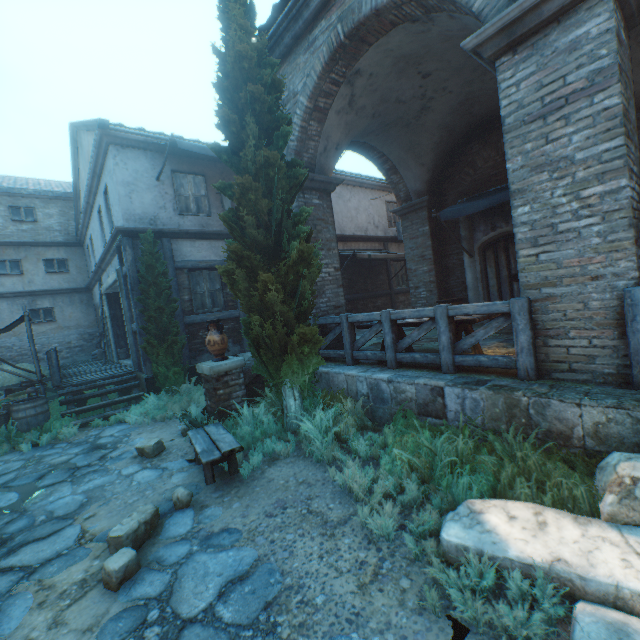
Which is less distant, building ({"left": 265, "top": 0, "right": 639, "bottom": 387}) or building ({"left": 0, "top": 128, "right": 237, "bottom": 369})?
building ({"left": 265, "top": 0, "right": 639, "bottom": 387})

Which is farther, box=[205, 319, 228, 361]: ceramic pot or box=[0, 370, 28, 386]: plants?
box=[0, 370, 28, 386]: plants

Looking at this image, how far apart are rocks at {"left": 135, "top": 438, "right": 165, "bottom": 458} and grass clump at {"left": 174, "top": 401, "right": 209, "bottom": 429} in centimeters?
51cm

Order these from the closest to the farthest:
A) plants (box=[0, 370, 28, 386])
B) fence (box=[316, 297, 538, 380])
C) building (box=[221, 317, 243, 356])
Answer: fence (box=[316, 297, 538, 380]) → building (box=[221, 317, 243, 356]) → plants (box=[0, 370, 28, 386])

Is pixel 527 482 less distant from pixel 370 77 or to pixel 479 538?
pixel 479 538

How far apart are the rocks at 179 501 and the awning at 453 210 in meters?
7.8

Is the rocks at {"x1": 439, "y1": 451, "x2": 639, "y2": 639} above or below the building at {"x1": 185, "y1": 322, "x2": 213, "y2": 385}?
below

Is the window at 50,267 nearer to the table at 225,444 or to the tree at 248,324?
the tree at 248,324
